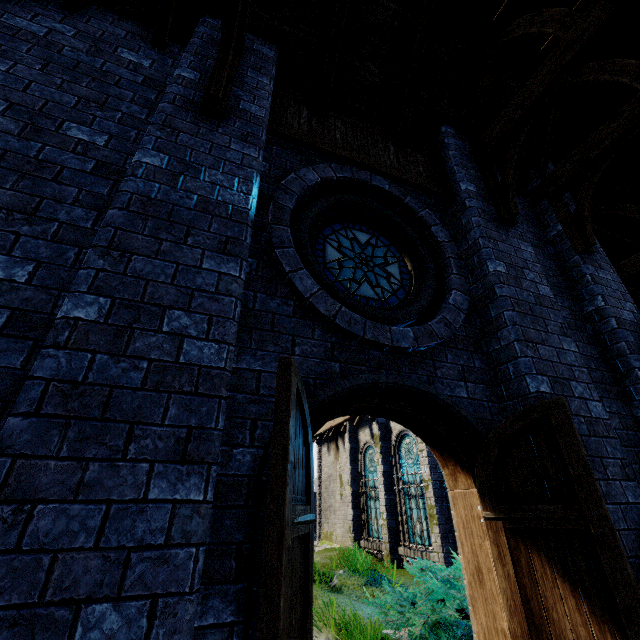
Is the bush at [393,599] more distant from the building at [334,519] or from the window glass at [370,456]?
the window glass at [370,456]

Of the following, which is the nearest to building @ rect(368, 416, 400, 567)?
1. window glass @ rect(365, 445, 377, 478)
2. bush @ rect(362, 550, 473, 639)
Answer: bush @ rect(362, 550, 473, 639)

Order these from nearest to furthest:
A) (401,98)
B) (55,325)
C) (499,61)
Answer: (55,325) → (401,98) → (499,61)

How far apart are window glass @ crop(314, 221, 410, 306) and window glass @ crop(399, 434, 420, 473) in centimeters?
991cm

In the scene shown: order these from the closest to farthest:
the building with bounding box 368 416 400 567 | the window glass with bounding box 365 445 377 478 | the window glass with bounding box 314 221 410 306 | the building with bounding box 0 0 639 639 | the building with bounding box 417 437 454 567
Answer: the building with bounding box 0 0 639 639, the window glass with bounding box 314 221 410 306, the building with bounding box 417 437 454 567, the building with bounding box 368 416 400 567, the window glass with bounding box 365 445 377 478

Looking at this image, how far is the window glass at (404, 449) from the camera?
12.1m

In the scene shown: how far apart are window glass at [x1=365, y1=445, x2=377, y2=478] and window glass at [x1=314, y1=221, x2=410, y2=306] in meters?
12.4 m
